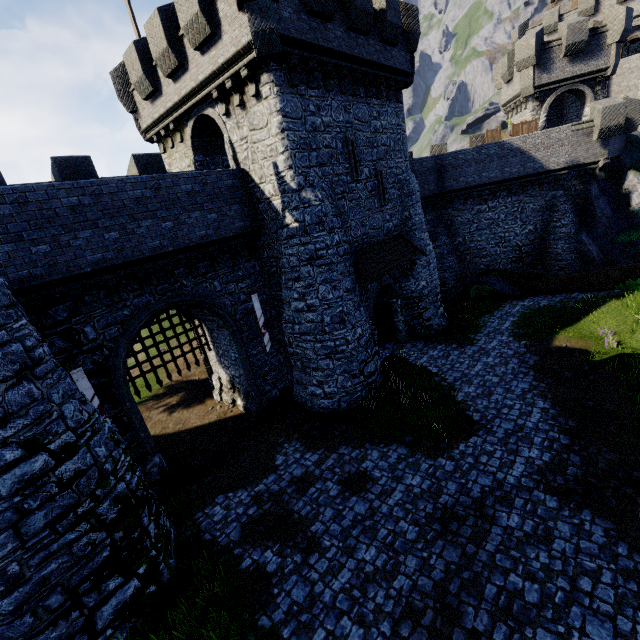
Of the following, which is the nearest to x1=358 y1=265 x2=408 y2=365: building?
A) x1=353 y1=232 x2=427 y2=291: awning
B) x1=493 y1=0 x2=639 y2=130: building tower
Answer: x1=353 y1=232 x2=427 y2=291: awning

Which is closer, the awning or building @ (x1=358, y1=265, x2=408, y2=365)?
the awning

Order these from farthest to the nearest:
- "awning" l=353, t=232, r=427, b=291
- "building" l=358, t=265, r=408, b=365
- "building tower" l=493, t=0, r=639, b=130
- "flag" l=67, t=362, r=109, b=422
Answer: "building tower" l=493, t=0, r=639, b=130
"building" l=358, t=265, r=408, b=365
"awning" l=353, t=232, r=427, b=291
"flag" l=67, t=362, r=109, b=422

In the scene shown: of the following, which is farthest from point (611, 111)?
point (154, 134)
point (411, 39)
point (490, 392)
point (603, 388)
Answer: point (154, 134)

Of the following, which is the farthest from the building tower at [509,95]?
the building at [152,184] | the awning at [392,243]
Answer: the awning at [392,243]

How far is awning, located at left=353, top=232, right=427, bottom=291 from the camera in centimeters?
1490cm

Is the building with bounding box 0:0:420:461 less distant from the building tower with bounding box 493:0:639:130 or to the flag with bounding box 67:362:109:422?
the flag with bounding box 67:362:109:422

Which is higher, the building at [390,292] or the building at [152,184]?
the building at [152,184]
